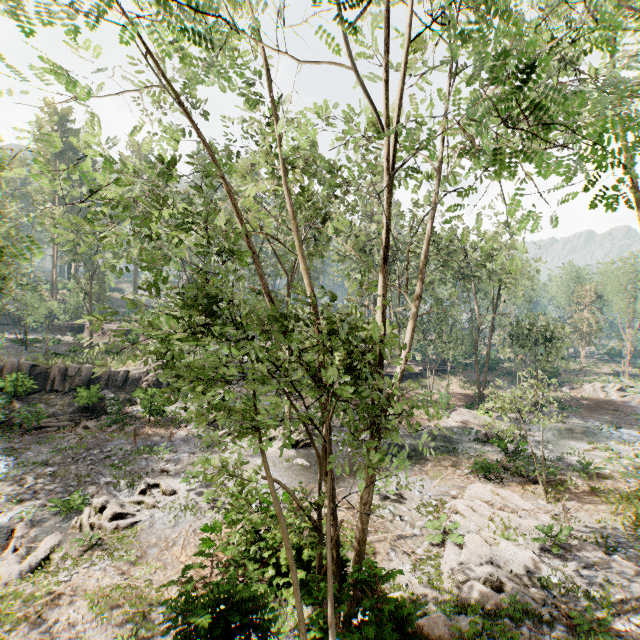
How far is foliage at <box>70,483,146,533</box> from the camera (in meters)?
12.24

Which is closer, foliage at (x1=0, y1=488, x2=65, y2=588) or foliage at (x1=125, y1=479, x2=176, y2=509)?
foliage at (x1=0, y1=488, x2=65, y2=588)

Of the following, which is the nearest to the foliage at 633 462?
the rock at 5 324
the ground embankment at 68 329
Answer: the ground embankment at 68 329

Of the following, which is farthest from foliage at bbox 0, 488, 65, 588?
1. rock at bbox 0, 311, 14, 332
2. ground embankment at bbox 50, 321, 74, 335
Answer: rock at bbox 0, 311, 14, 332

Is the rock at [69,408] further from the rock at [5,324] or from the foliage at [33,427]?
the rock at [5,324]

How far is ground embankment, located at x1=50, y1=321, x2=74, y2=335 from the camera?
47.01m

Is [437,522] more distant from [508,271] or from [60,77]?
[508,271]
